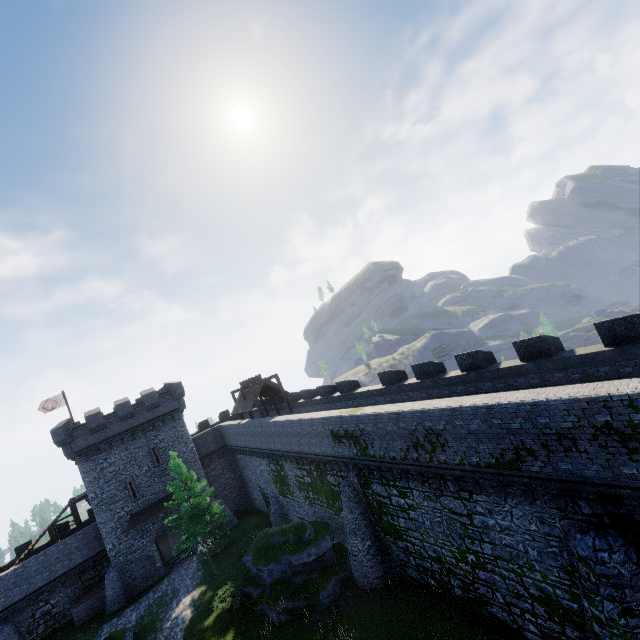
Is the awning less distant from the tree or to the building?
the building

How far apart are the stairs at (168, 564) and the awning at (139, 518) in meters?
4.4

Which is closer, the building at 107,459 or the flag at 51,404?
the building at 107,459

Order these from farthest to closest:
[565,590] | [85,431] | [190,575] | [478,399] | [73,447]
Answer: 1. [85,431]
2. [73,447]
3. [190,575]
4. [478,399]
5. [565,590]

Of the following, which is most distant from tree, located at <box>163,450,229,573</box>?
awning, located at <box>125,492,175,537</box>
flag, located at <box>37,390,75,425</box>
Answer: flag, located at <box>37,390,75,425</box>

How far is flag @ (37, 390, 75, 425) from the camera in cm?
3509

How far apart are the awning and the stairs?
4.40m

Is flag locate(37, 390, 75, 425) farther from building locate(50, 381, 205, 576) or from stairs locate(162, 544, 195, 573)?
stairs locate(162, 544, 195, 573)
